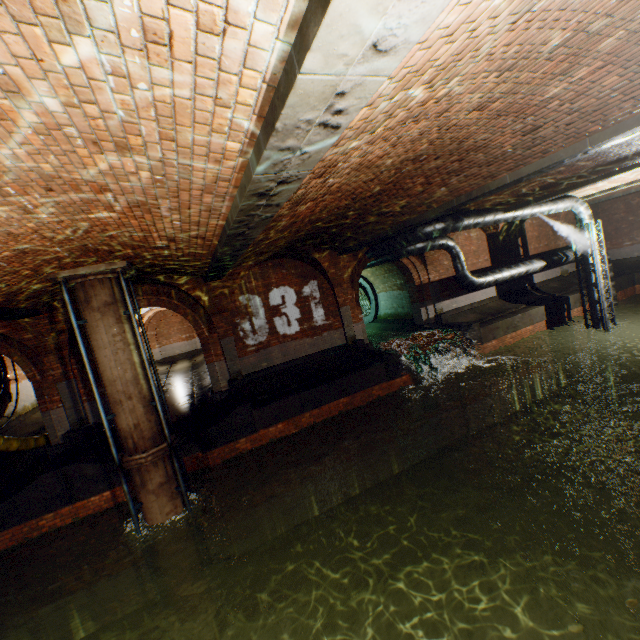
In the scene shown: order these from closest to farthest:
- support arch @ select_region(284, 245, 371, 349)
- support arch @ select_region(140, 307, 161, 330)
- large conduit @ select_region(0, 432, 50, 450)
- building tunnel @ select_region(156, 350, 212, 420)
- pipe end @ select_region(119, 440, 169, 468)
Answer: pipe end @ select_region(119, 440, 169, 468)
large conduit @ select_region(0, 432, 50, 450)
support arch @ select_region(284, 245, 371, 349)
building tunnel @ select_region(156, 350, 212, 420)
support arch @ select_region(140, 307, 161, 330)

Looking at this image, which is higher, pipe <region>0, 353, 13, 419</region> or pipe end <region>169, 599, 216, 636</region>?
pipe <region>0, 353, 13, 419</region>

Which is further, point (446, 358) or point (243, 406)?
point (446, 358)

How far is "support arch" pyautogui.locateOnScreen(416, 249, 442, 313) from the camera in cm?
1508

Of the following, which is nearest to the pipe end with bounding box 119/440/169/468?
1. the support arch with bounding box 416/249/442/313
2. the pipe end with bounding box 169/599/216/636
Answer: the pipe end with bounding box 169/599/216/636

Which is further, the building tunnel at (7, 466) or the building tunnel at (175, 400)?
the building tunnel at (175, 400)

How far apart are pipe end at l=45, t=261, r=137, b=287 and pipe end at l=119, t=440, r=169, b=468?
3.9m

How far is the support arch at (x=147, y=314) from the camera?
20.5m
